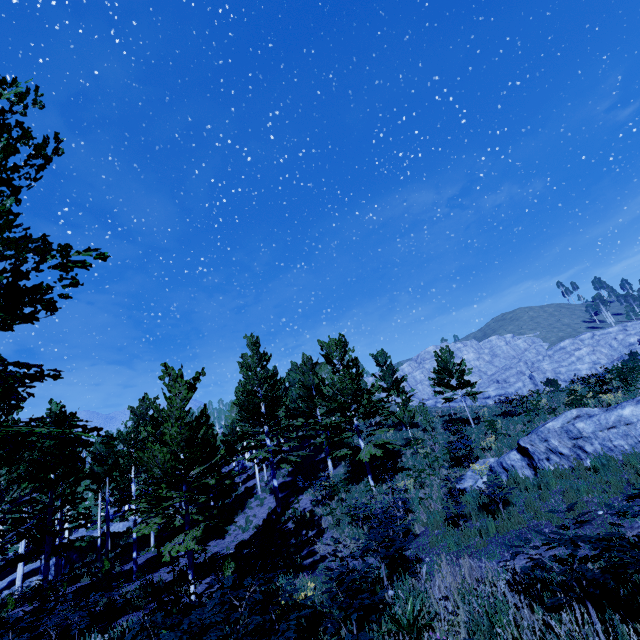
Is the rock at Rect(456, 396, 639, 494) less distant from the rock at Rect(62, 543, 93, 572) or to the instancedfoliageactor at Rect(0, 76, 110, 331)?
the instancedfoliageactor at Rect(0, 76, 110, 331)

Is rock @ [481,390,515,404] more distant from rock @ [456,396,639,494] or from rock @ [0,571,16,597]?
rock @ [0,571,16,597]

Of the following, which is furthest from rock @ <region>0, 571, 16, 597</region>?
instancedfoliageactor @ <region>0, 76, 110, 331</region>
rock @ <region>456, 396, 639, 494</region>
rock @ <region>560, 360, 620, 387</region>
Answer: rock @ <region>560, 360, 620, 387</region>

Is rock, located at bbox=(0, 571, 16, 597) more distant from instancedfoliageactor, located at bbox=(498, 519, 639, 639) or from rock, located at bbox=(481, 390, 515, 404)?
rock, located at bbox=(481, 390, 515, 404)

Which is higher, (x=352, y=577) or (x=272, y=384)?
(x=272, y=384)

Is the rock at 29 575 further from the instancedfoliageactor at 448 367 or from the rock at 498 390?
the rock at 498 390

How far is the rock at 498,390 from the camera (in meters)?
59.16

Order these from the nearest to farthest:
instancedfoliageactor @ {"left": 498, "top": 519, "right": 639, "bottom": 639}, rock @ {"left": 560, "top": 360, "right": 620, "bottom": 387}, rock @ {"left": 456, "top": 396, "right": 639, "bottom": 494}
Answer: instancedfoliageactor @ {"left": 498, "top": 519, "right": 639, "bottom": 639}
rock @ {"left": 456, "top": 396, "right": 639, "bottom": 494}
rock @ {"left": 560, "top": 360, "right": 620, "bottom": 387}
